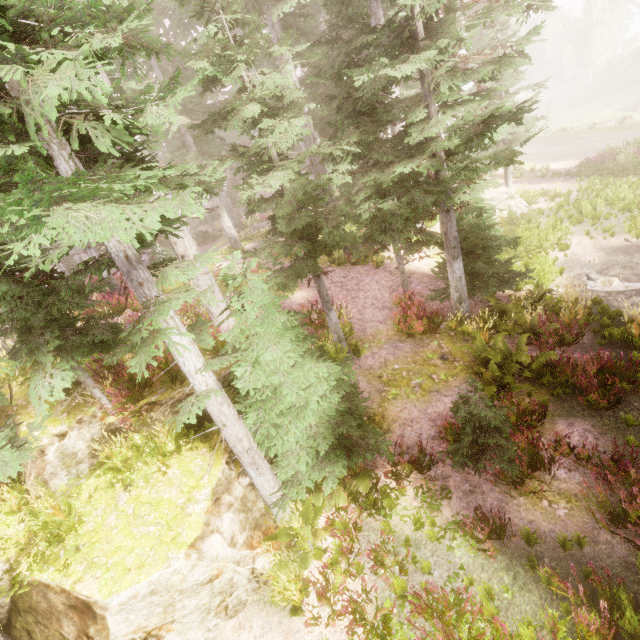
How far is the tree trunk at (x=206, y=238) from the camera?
26.3m

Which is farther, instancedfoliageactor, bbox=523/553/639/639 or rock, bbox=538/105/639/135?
rock, bbox=538/105/639/135

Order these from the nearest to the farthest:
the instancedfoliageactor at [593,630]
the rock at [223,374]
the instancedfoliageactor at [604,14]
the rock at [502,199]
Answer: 1. the instancedfoliageactor at [593,630]
2. the rock at [223,374]
3. the rock at [502,199]
4. the instancedfoliageactor at [604,14]

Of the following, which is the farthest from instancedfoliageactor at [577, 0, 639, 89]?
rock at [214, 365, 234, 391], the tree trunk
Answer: the tree trunk

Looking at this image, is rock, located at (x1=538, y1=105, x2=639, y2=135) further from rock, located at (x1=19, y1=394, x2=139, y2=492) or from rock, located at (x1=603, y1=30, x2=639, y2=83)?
rock, located at (x1=19, y1=394, x2=139, y2=492)

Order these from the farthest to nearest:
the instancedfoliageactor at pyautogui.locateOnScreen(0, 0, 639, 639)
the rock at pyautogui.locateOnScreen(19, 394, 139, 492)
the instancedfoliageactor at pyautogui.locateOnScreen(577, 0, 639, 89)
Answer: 1. the instancedfoliageactor at pyautogui.locateOnScreen(577, 0, 639, 89)
2. the rock at pyautogui.locateOnScreen(19, 394, 139, 492)
3. the instancedfoliageactor at pyautogui.locateOnScreen(0, 0, 639, 639)

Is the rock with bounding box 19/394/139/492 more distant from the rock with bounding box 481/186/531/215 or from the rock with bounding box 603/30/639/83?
the rock with bounding box 603/30/639/83

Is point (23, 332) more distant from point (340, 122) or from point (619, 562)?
point (619, 562)
